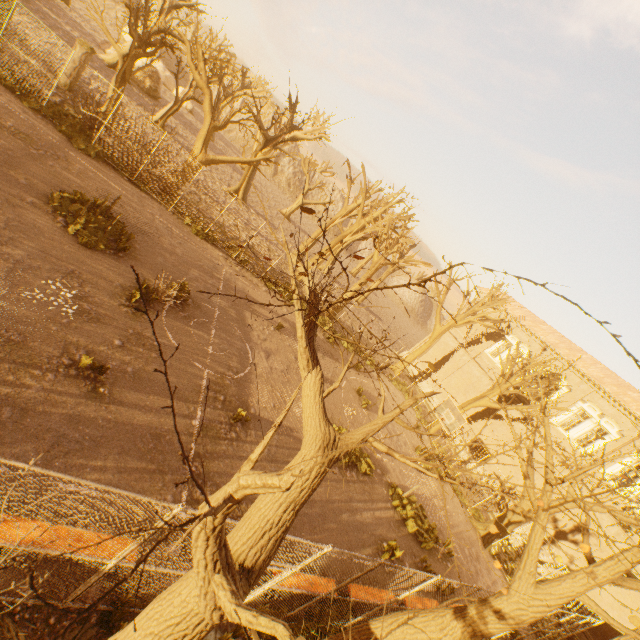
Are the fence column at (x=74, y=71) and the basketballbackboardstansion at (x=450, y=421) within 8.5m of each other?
no

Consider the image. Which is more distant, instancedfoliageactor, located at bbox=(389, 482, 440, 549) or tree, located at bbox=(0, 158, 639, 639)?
instancedfoliageactor, located at bbox=(389, 482, 440, 549)

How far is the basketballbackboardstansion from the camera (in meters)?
16.56

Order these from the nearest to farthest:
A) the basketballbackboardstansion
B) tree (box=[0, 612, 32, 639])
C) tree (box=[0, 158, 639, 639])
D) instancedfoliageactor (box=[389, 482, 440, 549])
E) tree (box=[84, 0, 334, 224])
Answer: tree (box=[0, 158, 639, 639]), tree (box=[0, 612, 32, 639]), instancedfoliageactor (box=[389, 482, 440, 549]), tree (box=[84, 0, 334, 224]), the basketballbackboardstansion

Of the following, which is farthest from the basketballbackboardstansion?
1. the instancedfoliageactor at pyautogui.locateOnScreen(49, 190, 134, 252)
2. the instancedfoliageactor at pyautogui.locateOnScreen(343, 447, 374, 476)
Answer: the instancedfoliageactor at pyautogui.locateOnScreen(49, 190, 134, 252)

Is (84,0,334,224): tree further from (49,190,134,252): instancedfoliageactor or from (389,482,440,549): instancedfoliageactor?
(49,190,134,252): instancedfoliageactor

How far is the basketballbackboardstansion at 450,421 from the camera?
16.6 meters

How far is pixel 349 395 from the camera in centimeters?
1788cm
